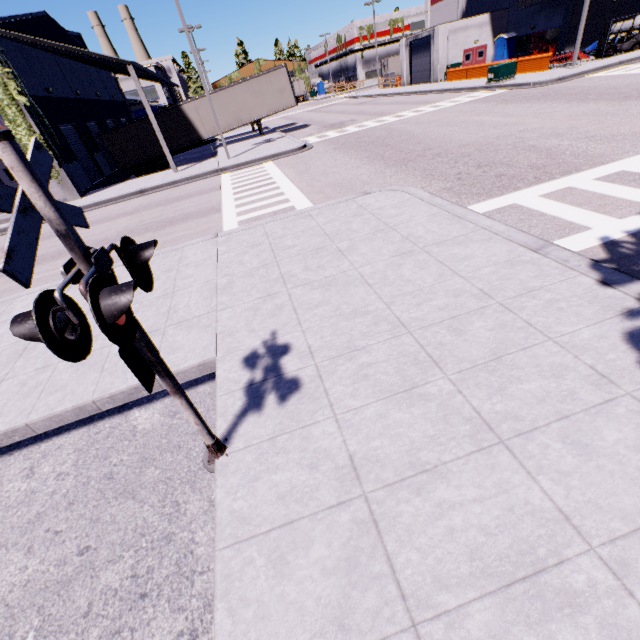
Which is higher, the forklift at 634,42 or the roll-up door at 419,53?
the roll-up door at 419,53

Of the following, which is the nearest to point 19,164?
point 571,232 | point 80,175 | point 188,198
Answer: point 571,232

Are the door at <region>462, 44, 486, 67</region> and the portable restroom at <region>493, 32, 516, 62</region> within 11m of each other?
yes

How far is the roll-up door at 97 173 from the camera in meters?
20.7

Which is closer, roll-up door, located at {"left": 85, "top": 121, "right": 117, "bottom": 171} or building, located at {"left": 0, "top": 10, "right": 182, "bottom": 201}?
building, located at {"left": 0, "top": 10, "right": 182, "bottom": 201}

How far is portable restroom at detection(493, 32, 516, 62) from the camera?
33.50m

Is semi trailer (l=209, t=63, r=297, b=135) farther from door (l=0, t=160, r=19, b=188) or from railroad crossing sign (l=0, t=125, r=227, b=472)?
railroad crossing sign (l=0, t=125, r=227, b=472)

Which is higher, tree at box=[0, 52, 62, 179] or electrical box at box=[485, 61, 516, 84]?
tree at box=[0, 52, 62, 179]
